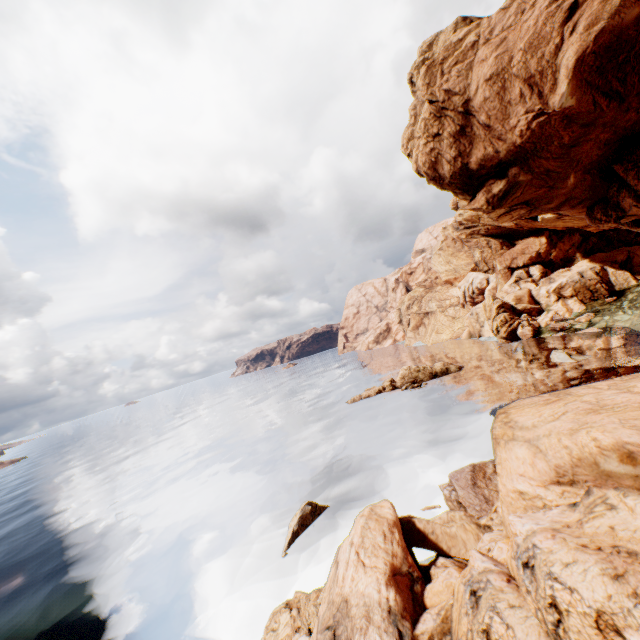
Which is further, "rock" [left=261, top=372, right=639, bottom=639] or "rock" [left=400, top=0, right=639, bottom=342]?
"rock" [left=400, top=0, right=639, bottom=342]

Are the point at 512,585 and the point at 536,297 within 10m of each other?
no

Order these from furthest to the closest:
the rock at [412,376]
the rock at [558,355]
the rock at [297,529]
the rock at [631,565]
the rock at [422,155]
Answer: the rock at [412,376] < the rock at [558,355] < the rock at [422,155] < the rock at [297,529] < the rock at [631,565]

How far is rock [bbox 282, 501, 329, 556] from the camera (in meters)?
18.36

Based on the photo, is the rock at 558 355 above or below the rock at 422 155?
below

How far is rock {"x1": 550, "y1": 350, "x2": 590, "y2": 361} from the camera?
34.1 meters
